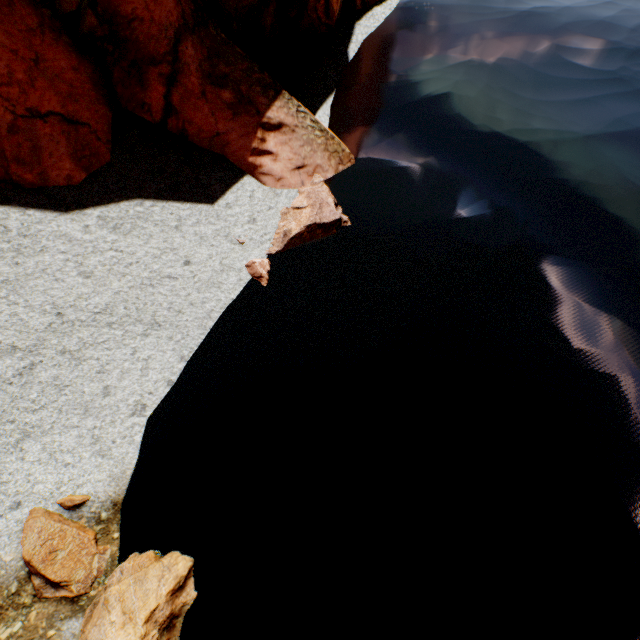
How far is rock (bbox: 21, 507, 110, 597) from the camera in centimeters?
534cm

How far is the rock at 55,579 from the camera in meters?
5.3

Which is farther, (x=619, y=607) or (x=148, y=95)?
(x=148, y=95)

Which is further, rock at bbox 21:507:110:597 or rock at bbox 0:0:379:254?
rock at bbox 0:0:379:254

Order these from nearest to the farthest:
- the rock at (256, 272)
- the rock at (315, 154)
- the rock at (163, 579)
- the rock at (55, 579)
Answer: the rock at (163, 579)
the rock at (55, 579)
the rock at (315, 154)
the rock at (256, 272)

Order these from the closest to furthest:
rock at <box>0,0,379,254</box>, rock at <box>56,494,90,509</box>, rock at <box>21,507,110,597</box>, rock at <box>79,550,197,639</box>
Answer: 1. rock at <box>79,550,197,639</box>
2. rock at <box>21,507,110,597</box>
3. rock at <box>56,494,90,509</box>
4. rock at <box>0,0,379,254</box>

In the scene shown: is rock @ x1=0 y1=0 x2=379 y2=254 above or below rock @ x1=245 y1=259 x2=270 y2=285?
above
